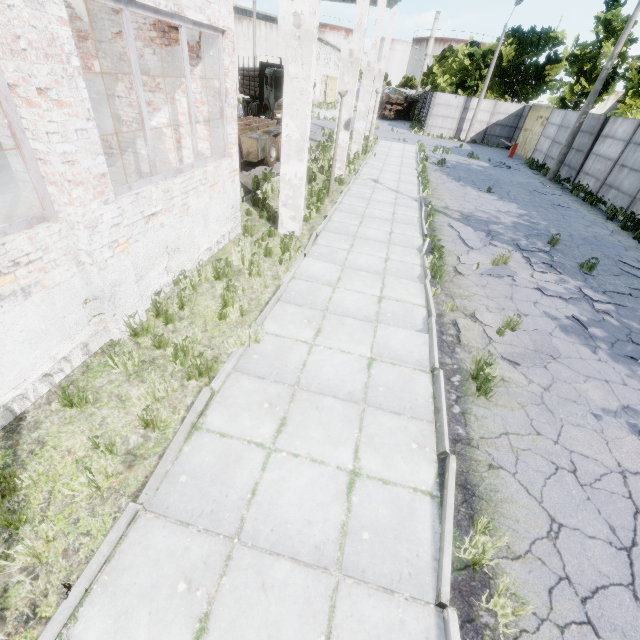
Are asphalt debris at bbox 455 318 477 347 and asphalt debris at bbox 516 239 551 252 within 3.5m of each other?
no

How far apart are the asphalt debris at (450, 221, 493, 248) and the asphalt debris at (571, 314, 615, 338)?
3.43m

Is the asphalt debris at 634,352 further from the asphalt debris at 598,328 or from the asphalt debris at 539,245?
the asphalt debris at 539,245

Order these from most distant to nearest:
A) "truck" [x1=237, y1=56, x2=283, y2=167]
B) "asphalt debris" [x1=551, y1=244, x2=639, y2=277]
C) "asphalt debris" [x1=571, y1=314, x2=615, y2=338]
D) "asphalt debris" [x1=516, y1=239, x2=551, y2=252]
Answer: "truck" [x1=237, y1=56, x2=283, y2=167] < "asphalt debris" [x1=516, y1=239, x2=551, y2=252] < "asphalt debris" [x1=551, y1=244, x2=639, y2=277] < "asphalt debris" [x1=571, y1=314, x2=615, y2=338]

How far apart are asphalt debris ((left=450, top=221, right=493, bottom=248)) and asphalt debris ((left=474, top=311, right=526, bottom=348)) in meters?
3.3

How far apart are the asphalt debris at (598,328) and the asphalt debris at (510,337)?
1.07m

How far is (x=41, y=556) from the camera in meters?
2.8

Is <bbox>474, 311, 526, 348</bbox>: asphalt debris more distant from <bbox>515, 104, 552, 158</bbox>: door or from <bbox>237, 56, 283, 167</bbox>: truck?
<bbox>515, 104, 552, 158</bbox>: door
